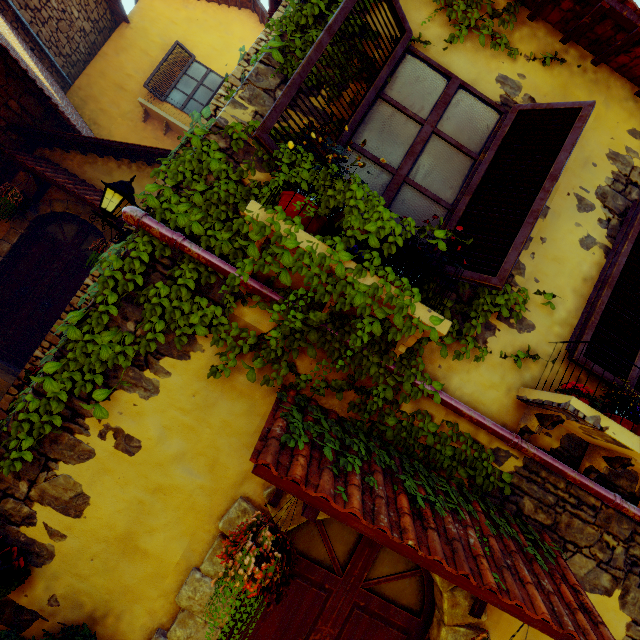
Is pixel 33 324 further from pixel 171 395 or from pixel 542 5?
pixel 542 5

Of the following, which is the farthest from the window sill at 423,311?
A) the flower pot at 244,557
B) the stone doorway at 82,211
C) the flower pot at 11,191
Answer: the flower pot at 11,191

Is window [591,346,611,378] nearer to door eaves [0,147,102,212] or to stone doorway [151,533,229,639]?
stone doorway [151,533,229,639]

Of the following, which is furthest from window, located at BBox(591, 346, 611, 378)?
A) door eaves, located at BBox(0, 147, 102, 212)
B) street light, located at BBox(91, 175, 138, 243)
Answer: door eaves, located at BBox(0, 147, 102, 212)

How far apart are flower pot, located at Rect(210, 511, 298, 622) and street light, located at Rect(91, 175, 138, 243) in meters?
4.2

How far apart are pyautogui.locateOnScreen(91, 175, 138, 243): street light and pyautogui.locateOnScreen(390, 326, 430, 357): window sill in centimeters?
287cm

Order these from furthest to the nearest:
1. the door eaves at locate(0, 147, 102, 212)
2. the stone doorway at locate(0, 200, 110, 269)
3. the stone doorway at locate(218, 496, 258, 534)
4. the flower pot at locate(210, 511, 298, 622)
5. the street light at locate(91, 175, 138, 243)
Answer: the stone doorway at locate(0, 200, 110, 269) → the door eaves at locate(0, 147, 102, 212) → the street light at locate(91, 175, 138, 243) → the stone doorway at locate(218, 496, 258, 534) → the flower pot at locate(210, 511, 298, 622)

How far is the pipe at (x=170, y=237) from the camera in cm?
229
